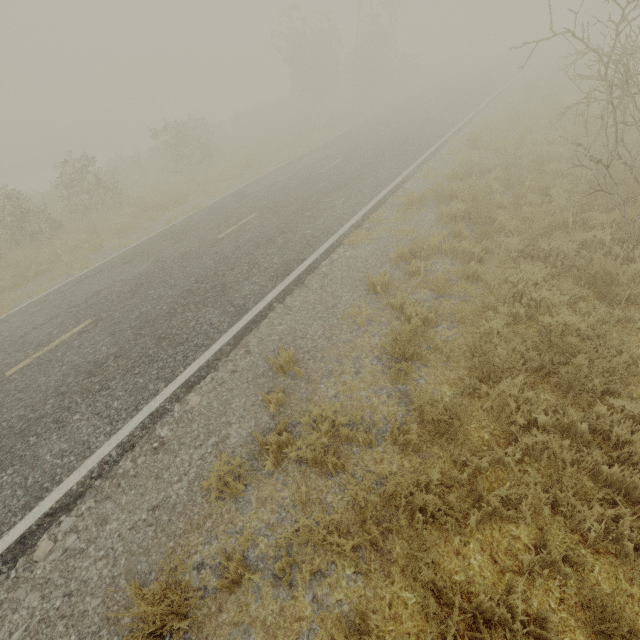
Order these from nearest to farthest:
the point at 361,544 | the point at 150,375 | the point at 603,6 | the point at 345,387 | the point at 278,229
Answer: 1. the point at 361,544
2. the point at 345,387
3. the point at 150,375
4. the point at 278,229
5. the point at 603,6
